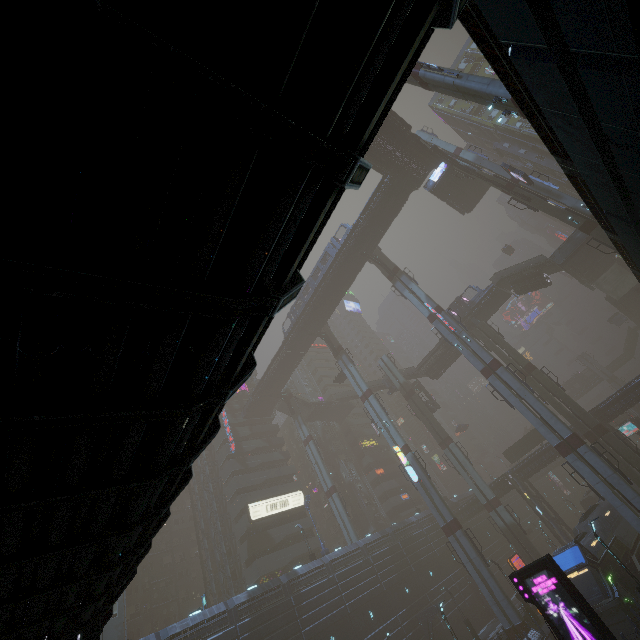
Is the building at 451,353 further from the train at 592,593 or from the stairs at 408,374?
the train at 592,593

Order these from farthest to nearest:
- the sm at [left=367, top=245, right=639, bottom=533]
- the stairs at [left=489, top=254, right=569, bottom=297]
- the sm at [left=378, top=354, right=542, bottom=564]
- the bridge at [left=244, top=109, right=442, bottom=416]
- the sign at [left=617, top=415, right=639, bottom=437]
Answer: the sign at [left=617, top=415, right=639, bottom=437]
the stairs at [left=489, top=254, right=569, bottom=297]
the sm at [left=378, top=354, right=542, bottom=564]
the bridge at [left=244, top=109, right=442, bottom=416]
the sm at [left=367, top=245, right=639, bottom=533]

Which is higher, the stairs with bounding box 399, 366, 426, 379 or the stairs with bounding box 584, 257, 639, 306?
the stairs with bounding box 399, 366, 426, 379

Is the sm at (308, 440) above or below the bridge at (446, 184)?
below

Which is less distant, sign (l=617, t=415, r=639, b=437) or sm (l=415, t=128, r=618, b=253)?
sm (l=415, t=128, r=618, b=253)

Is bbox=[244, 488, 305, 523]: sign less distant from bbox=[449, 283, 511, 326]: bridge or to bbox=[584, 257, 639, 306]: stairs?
bbox=[449, 283, 511, 326]: bridge

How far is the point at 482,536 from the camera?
53.19m

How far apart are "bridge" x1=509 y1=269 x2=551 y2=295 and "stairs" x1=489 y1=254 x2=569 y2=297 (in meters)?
0.00
